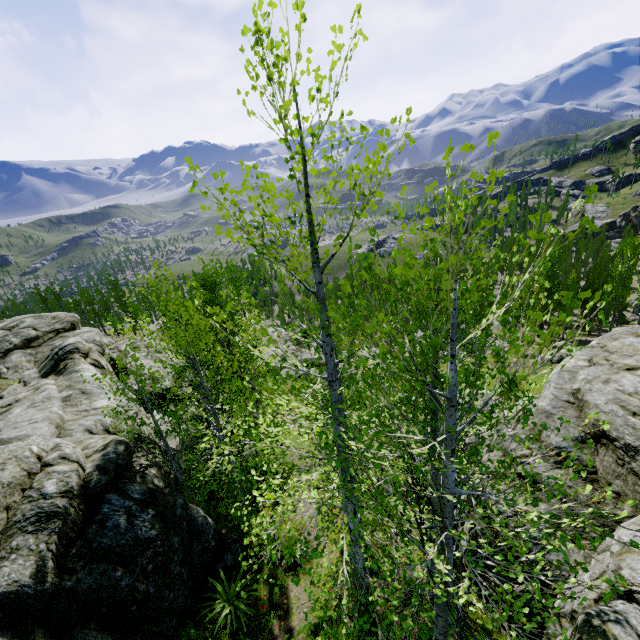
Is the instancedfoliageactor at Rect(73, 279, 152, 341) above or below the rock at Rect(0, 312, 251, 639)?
below

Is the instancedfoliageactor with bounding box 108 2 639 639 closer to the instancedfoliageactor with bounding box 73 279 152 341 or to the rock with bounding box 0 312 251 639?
the rock with bounding box 0 312 251 639

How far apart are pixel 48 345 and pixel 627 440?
26.8 meters

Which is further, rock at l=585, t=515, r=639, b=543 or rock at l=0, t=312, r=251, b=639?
rock at l=0, t=312, r=251, b=639

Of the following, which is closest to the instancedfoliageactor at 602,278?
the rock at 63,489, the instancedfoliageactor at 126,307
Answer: the rock at 63,489

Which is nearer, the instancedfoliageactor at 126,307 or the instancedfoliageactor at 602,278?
the instancedfoliageactor at 602,278
